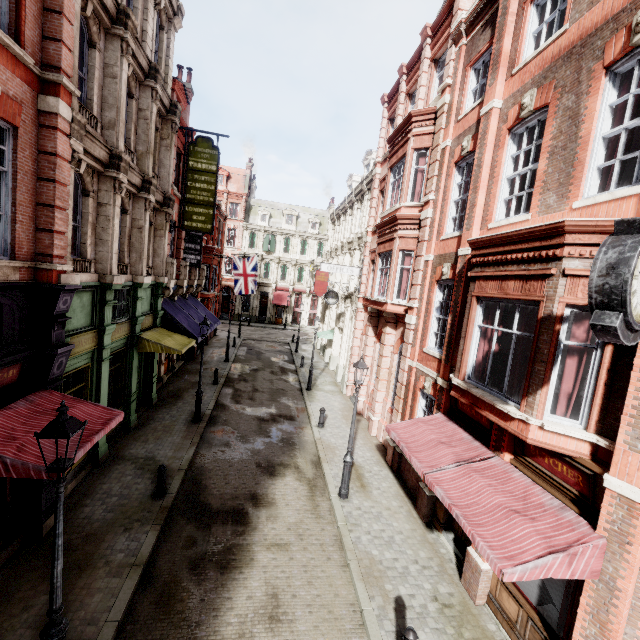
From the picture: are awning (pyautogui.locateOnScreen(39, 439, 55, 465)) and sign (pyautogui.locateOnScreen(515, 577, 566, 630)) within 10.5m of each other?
yes

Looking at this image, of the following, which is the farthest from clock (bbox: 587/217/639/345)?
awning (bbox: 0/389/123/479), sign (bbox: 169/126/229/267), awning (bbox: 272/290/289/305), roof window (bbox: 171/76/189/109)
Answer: awning (bbox: 272/290/289/305)

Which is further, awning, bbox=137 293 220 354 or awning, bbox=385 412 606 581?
awning, bbox=137 293 220 354

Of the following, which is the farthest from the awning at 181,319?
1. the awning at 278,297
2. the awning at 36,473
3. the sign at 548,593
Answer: the awning at 278,297

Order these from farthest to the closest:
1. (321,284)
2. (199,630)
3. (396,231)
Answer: (321,284) → (396,231) → (199,630)

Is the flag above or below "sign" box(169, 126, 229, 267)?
below

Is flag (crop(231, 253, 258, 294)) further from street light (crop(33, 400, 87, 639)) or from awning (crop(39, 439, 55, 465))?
street light (crop(33, 400, 87, 639))

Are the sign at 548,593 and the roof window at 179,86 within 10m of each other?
no
